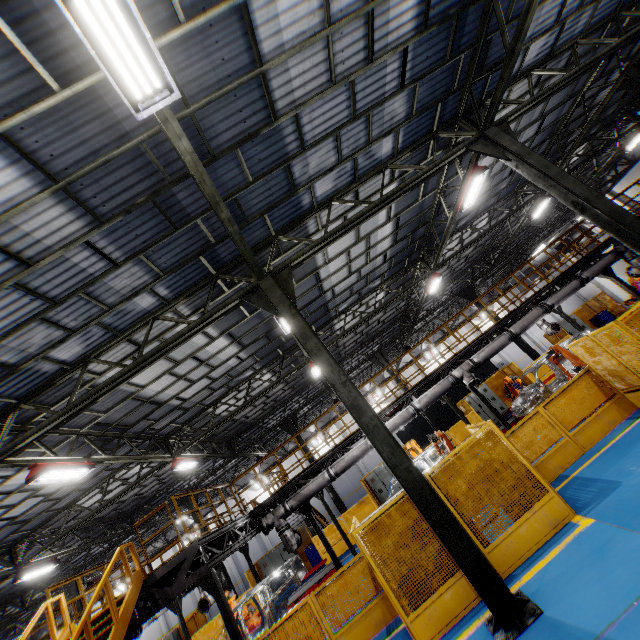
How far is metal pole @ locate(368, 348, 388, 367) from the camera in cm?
2220

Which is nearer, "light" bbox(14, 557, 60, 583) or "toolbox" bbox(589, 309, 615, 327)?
"light" bbox(14, 557, 60, 583)

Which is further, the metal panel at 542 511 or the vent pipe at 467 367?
the vent pipe at 467 367

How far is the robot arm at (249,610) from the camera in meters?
14.5

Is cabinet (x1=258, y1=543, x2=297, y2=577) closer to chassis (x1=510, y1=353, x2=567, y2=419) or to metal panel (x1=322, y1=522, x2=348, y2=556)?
metal panel (x1=322, y1=522, x2=348, y2=556)

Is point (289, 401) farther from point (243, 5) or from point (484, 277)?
point (243, 5)

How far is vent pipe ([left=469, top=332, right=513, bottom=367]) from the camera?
12.70m

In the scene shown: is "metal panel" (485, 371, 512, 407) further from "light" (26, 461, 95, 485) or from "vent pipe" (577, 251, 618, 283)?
"light" (26, 461, 95, 485)
